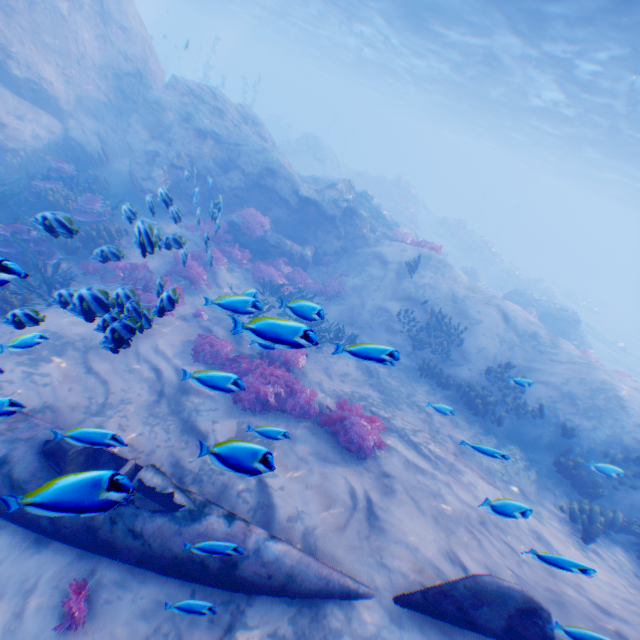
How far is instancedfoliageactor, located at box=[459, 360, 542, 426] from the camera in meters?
9.9 m

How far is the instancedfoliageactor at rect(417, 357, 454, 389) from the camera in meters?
11.1

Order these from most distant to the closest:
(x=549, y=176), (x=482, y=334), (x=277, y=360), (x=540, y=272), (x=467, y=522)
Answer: (x=549, y=176) < (x=540, y=272) < (x=482, y=334) < (x=277, y=360) < (x=467, y=522)

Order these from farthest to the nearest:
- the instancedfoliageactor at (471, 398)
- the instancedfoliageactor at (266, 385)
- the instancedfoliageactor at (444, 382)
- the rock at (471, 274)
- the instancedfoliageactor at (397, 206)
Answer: the instancedfoliageactor at (397, 206)
the rock at (471, 274)
the instancedfoliageactor at (444, 382)
the instancedfoliageactor at (471, 398)
the instancedfoliageactor at (266, 385)

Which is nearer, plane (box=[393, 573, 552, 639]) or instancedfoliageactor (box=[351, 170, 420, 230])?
plane (box=[393, 573, 552, 639])

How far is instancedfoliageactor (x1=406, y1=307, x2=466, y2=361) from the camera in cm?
1244

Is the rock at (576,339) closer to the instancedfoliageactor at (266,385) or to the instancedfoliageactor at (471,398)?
the instancedfoliageactor at (471,398)

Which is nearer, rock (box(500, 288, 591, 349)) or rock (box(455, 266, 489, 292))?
rock (box(500, 288, 591, 349))
